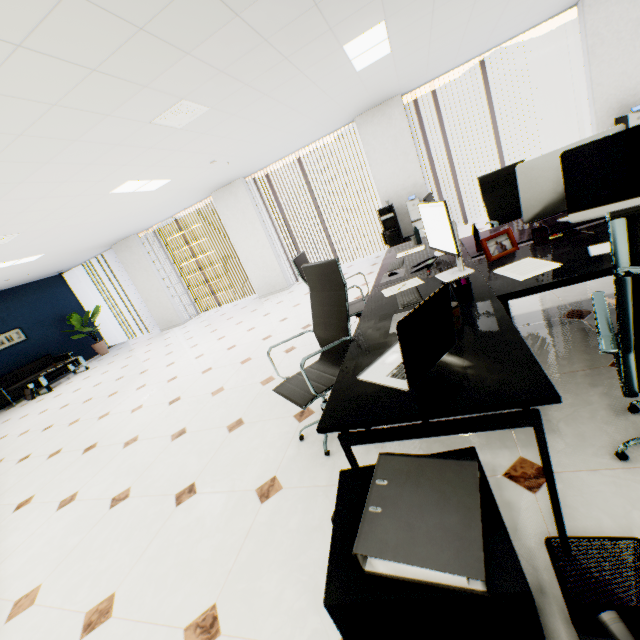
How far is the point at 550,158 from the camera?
2.2m

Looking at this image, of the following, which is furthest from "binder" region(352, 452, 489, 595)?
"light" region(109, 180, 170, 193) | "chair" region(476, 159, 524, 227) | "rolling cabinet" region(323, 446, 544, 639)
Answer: "light" region(109, 180, 170, 193)

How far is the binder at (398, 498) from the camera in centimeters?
69cm

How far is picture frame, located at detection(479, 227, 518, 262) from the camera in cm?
220

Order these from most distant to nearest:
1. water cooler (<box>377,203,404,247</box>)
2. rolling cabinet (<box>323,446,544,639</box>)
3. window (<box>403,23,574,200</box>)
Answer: water cooler (<box>377,203,404,247</box>) < window (<box>403,23,574,200</box>) < rolling cabinet (<box>323,446,544,639</box>)

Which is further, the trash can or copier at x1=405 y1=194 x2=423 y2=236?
copier at x1=405 y1=194 x2=423 y2=236

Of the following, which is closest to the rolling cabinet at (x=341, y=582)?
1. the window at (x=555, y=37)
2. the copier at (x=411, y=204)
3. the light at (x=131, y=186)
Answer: the light at (x=131, y=186)

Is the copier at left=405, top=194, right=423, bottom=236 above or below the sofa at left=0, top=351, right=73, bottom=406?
above
